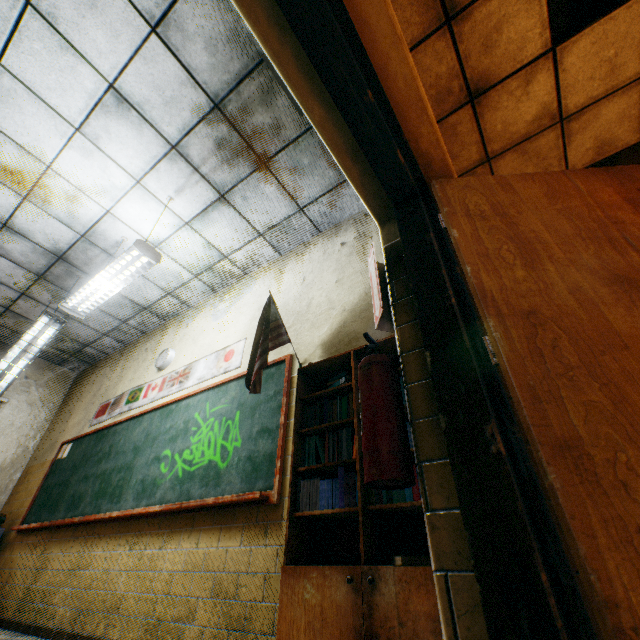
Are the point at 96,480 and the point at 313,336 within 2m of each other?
no

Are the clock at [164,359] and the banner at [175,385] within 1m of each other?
yes

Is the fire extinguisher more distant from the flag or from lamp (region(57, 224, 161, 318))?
lamp (region(57, 224, 161, 318))

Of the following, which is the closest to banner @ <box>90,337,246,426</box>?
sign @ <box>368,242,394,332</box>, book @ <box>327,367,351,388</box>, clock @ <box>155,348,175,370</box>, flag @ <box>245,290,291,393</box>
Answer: clock @ <box>155,348,175,370</box>

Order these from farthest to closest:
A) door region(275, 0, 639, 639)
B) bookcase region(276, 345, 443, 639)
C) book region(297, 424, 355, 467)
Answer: book region(297, 424, 355, 467)
bookcase region(276, 345, 443, 639)
door region(275, 0, 639, 639)

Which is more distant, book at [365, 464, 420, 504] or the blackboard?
the blackboard

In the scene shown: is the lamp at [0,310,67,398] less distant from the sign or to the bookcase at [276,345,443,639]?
the bookcase at [276,345,443,639]

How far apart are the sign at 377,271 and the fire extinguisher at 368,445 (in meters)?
0.15
